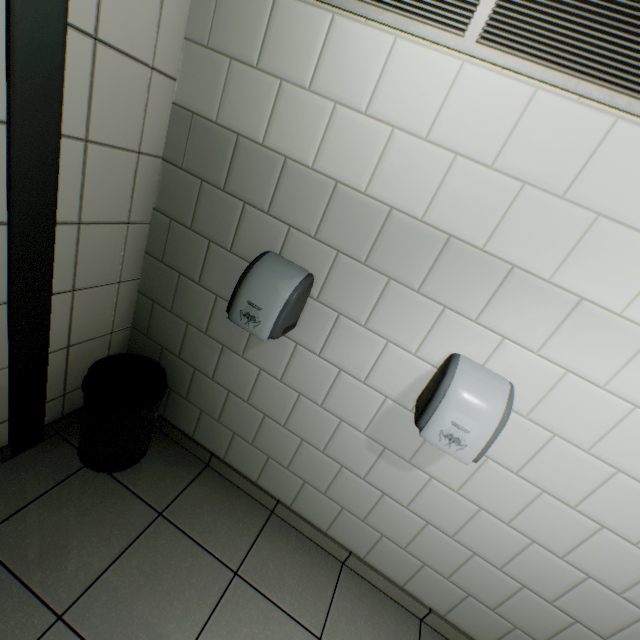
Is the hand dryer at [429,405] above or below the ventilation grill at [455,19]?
below

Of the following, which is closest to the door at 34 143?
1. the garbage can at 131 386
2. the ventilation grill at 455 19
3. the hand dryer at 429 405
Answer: the garbage can at 131 386

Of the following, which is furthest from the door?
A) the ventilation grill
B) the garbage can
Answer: the ventilation grill

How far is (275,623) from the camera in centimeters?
152cm

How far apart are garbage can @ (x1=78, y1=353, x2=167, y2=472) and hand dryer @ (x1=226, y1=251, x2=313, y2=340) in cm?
64

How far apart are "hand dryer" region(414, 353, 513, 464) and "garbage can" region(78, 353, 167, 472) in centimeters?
129cm

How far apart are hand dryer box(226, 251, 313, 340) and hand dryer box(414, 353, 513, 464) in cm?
65

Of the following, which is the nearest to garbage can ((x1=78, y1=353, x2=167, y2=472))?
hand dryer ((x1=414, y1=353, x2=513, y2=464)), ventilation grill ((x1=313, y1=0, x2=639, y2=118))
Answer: hand dryer ((x1=414, y1=353, x2=513, y2=464))
